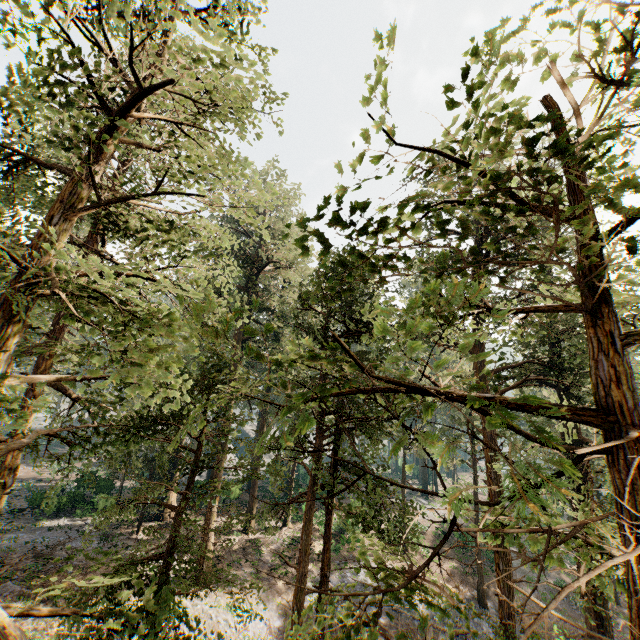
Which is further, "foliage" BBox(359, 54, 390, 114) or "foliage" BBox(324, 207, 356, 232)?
"foliage" BBox(359, 54, 390, 114)

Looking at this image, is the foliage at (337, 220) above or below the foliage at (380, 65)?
below

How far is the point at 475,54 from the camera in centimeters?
235cm

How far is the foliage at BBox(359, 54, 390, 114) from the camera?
2.5m

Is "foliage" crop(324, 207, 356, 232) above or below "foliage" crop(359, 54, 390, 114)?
below

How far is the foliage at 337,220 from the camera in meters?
1.7 m
